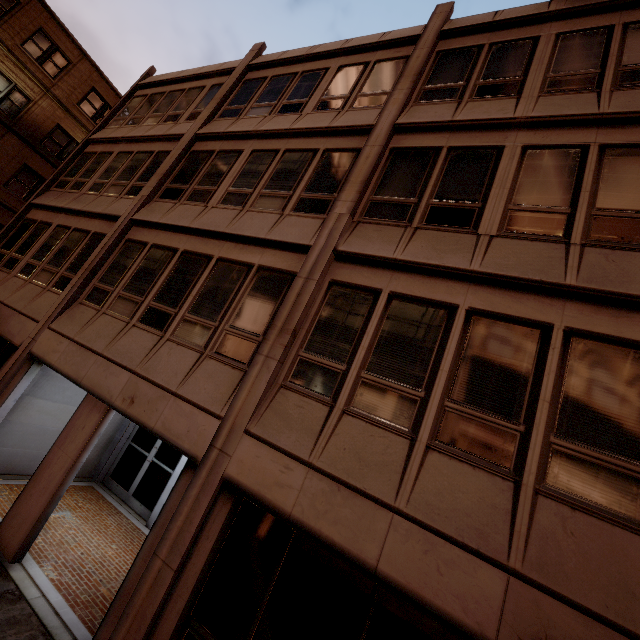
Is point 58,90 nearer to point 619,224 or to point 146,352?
point 146,352
